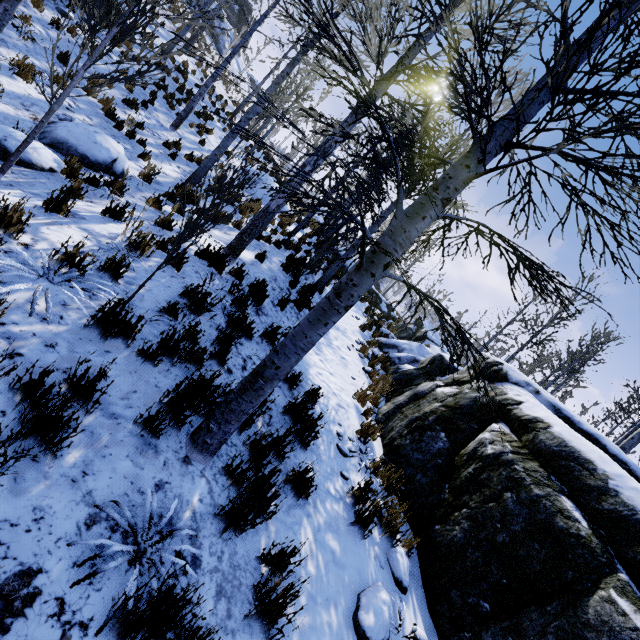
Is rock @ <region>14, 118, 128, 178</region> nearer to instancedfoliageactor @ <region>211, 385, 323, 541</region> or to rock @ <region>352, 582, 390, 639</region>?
rock @ <region>352, 582, 390, 639</region>

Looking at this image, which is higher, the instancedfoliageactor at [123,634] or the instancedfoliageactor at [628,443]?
the instancedfoliageactor at [628,443]

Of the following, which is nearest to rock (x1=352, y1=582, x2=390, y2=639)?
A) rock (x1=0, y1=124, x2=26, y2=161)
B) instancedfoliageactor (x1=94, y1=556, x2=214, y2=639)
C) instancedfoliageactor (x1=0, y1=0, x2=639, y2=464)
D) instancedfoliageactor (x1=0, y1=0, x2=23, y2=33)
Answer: instancedfoliageactor (x1=0, y1=0, x2=639, y2=464)

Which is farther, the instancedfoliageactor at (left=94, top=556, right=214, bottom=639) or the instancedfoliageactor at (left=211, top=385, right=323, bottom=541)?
the instancedfoliageactor at (left=211, top=385, right=323, bottom=541)

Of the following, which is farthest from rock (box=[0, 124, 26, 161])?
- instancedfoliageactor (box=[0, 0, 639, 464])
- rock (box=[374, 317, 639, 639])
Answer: instancedfoliageactor (box=[0, 0, 639, 464])

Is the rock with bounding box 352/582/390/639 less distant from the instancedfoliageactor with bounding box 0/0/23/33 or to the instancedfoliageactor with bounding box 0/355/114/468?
the instancedfoliageactor with bounding box 0/355/114/468

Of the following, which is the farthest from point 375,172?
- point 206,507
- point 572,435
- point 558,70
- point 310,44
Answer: point 206,507

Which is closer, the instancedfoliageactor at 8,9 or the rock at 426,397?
the rock at 426,397
